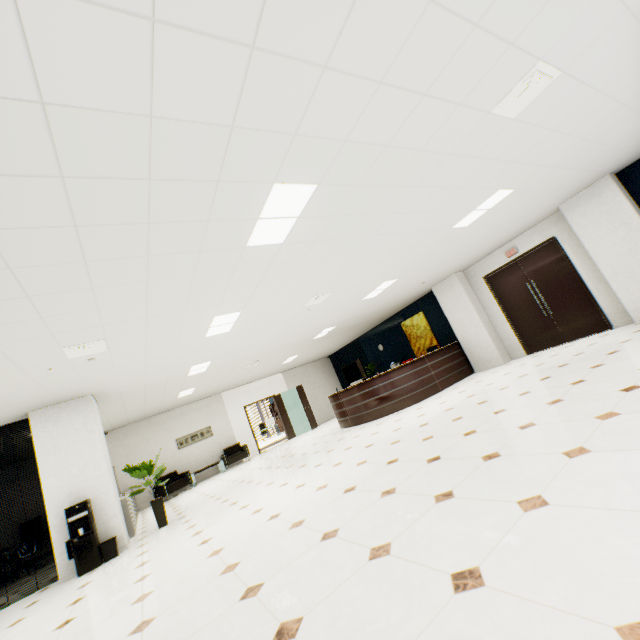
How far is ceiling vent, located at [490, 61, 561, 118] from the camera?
2.9m

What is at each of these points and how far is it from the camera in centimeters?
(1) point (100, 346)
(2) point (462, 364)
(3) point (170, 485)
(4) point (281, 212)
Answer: (1) ceiling vent, 460cm
(2) reception desk, 998cm
(3) chair, 1101cm
(4) light, 331cm

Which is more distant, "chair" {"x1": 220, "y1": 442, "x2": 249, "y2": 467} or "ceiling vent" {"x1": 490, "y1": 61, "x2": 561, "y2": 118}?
"chair" {"x1": 220, "y1": 442, "x2": 249, "y2": 467}

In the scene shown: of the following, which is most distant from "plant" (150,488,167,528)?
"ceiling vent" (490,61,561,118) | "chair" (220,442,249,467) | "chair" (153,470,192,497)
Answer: "ceiling vent" (490,61,561,118)

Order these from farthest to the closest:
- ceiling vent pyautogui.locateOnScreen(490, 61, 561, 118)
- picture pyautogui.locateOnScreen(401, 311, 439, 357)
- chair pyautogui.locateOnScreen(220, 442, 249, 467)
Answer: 1. chair pyautogui.locateOnScreen(220, 442, 249, 467)
2. picture pyautogui.locateOnScreen(401, 311, 439, 357)
3. ceiling vent pyautogui.locateOnScreen(490, 61, 561, 118)

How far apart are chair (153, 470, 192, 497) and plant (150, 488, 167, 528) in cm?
456

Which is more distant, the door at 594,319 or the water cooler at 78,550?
the door at 594,319

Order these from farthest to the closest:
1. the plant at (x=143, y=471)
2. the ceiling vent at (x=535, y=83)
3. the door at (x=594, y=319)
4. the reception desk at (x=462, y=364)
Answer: the reception desk at (x=462, y=364), the door at (x=594, y=319), the plant at (x=143, y=471), the ceiling vent at (x=535, y=83)
